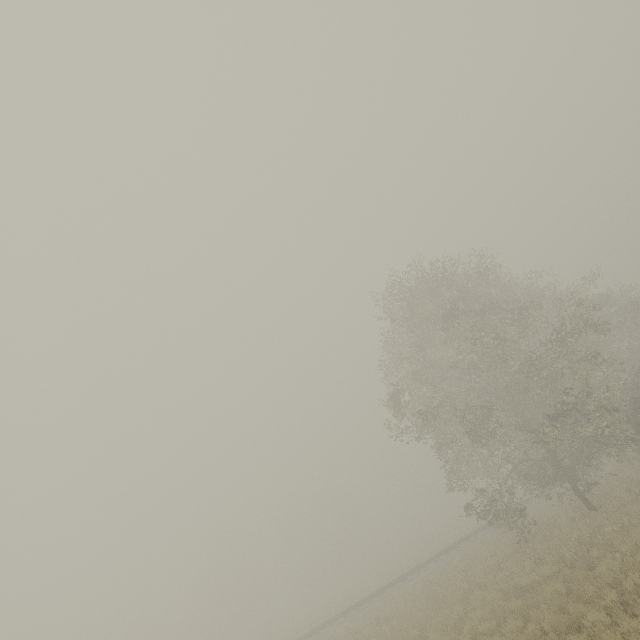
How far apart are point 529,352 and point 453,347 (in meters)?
4.04
